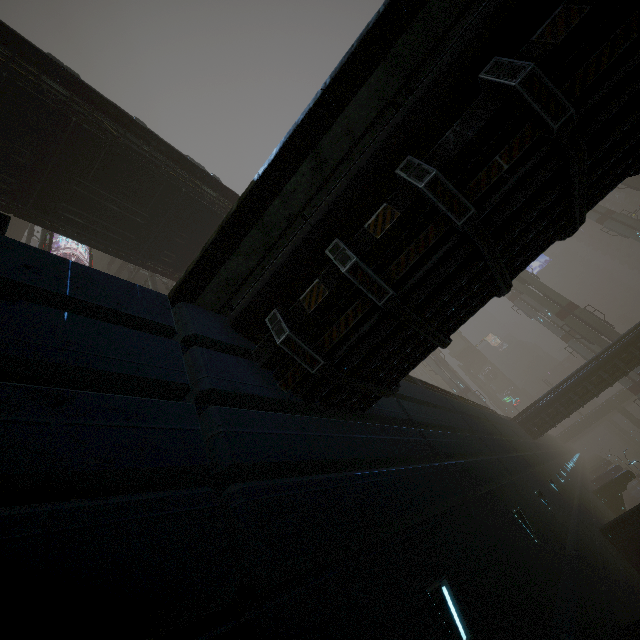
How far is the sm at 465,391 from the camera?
48.78m

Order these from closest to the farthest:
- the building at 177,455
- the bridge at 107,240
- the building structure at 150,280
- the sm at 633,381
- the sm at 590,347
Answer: the building at 177,455
the bridge at 107,240
the building structure at 150,280
the sm at 633,381
the sm at 590,347

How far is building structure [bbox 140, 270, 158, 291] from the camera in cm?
2193

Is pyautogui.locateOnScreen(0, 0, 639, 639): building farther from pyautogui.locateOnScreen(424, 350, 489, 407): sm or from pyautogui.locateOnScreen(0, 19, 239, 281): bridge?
pyautogui.locateOnScreen(0, 19, 239, 281): bridge

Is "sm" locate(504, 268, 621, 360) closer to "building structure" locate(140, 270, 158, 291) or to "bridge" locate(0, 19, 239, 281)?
"bridge" locate(0, 19, 239, 281)

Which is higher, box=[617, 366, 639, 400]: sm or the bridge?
the bridge

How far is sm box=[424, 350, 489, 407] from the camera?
48.8m

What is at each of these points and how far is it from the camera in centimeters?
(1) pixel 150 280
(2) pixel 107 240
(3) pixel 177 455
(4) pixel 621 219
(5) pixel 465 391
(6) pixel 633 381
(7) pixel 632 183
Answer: (1) building structure, 2259cm
(2) bridge, 1424cm
(3) building, 277cm
(4) sm, 4406cm
(5) sm, 4966cm
(6) sm, 3856cm
(7) sm, 3566cm
